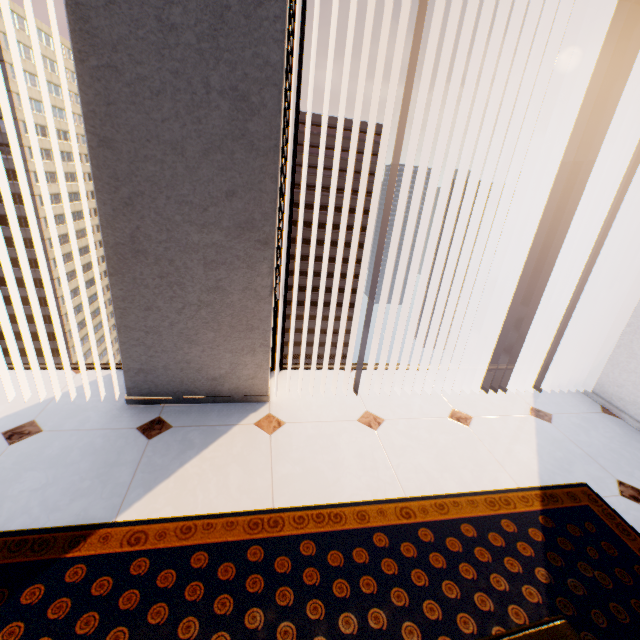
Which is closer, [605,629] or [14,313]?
[605,629]

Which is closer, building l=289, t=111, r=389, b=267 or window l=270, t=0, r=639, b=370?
window l=270, t=0, r=639, b=370

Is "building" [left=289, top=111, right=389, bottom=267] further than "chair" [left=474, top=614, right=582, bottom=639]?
Yes

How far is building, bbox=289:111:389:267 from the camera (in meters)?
52.16

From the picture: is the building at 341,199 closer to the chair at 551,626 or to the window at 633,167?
the window at 633,167

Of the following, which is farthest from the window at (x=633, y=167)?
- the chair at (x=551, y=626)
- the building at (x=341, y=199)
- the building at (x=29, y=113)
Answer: the building at (x=29, y=113)

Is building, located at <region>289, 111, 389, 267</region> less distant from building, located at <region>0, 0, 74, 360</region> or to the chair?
building, located at <region>0, 0, 74, 360</region>
